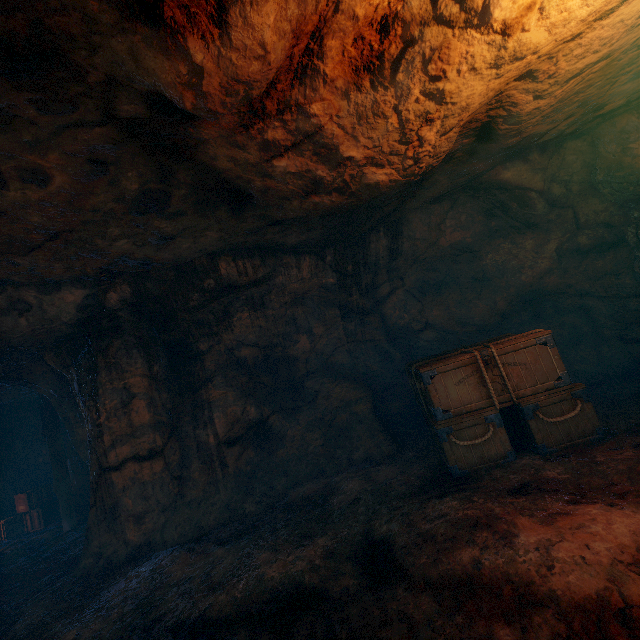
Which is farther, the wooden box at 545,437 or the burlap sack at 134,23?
the wooden box at 545,437

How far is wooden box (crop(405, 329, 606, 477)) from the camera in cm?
475

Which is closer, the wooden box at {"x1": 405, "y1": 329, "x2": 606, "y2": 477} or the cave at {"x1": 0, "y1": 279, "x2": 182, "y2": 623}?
the wooden box at {"x1": 405, "y1": 329, "x2": 606, "y2": 477}

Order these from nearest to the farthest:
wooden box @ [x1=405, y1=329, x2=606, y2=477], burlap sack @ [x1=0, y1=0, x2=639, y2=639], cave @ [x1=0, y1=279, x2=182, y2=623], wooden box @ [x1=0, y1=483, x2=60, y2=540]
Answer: burlap sack @ [x1=0, y1=0, x2=639, y2=639], wooden box @ [x1=405, y1=329, x2=606, y2=477], cave @ [x1=0, y1=279, x2=182, y2=623], wooden box @ [x1=0, y1=483, x2=60, y2=540]

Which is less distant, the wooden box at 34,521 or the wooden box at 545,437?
the wooden box at 545,437

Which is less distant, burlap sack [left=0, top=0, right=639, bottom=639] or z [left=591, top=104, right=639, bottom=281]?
burlap sack [left=0, top=0, right=639, bottom=639]

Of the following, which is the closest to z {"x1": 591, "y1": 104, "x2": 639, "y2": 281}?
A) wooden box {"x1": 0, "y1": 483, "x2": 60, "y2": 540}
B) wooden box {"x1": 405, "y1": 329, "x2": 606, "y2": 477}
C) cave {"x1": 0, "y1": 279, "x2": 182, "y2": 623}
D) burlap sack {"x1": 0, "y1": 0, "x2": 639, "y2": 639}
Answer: burlap sack {"x1": 0, "y1": 0, "x2": 639, "y2": 639}

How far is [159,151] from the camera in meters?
3.8
